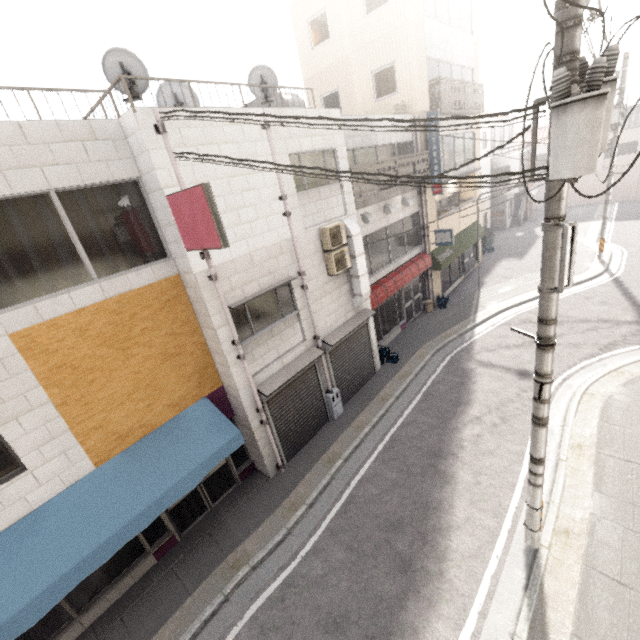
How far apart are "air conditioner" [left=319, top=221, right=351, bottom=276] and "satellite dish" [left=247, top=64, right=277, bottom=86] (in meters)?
3.39

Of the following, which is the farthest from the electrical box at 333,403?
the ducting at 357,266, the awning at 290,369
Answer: the ducting at 357,266

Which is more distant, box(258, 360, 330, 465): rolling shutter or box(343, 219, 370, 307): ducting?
box(343, 219, 370, 307): ducting

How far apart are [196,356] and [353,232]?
5.7m

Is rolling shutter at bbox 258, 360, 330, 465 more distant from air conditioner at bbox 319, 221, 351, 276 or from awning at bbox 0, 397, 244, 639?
air conditioner at bbox 319, 221, 351, 276

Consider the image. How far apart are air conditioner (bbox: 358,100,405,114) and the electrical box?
11.24m

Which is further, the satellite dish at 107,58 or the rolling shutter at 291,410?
the rolling shutter at 291,410

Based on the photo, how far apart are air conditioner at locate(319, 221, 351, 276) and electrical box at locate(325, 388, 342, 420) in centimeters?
371cm
